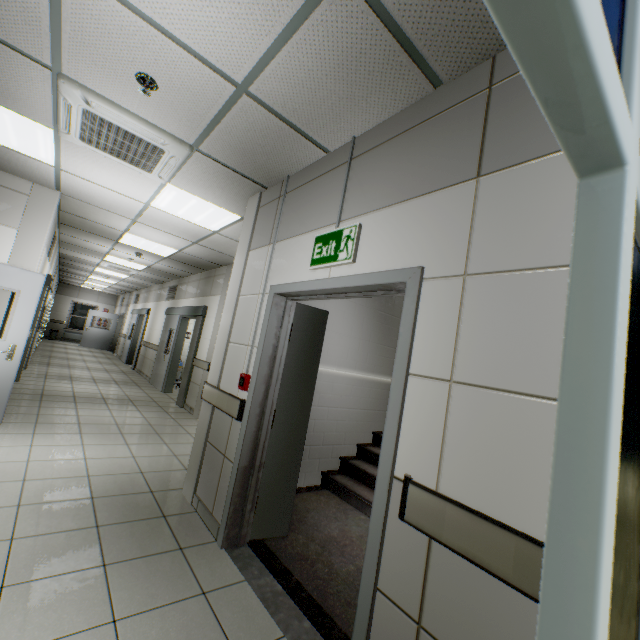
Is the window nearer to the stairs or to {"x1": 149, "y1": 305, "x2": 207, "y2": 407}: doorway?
{"x1": 149, "y1": 305, "x2": 207, "y2": 407}: doorway

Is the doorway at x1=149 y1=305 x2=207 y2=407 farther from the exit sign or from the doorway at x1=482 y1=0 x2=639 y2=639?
the doorway at x1=482 y1=0 x2=639 y2=639

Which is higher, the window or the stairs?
the window

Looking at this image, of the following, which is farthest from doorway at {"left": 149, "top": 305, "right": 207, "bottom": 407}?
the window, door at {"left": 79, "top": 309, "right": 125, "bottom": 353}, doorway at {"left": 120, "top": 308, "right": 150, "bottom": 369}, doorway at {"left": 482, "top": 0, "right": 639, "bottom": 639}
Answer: the window

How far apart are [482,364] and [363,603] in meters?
1.2

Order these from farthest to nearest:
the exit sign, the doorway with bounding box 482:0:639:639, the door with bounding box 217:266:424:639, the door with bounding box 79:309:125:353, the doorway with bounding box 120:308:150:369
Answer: the door with bounding box 79:309:125:353 → the doorway with bounding box 120:308:150:369 → the exit sign → the door with bounding box 217:266:424:639 → the doorway with bounding box 482:0:639:639

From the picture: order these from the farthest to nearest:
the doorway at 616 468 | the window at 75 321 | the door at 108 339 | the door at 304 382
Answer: the window at 75 321 < the door at 108 339 < the door at 304 382 < the doorway at 616 468

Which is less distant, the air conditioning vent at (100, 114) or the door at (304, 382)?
the door at (304, 382)
